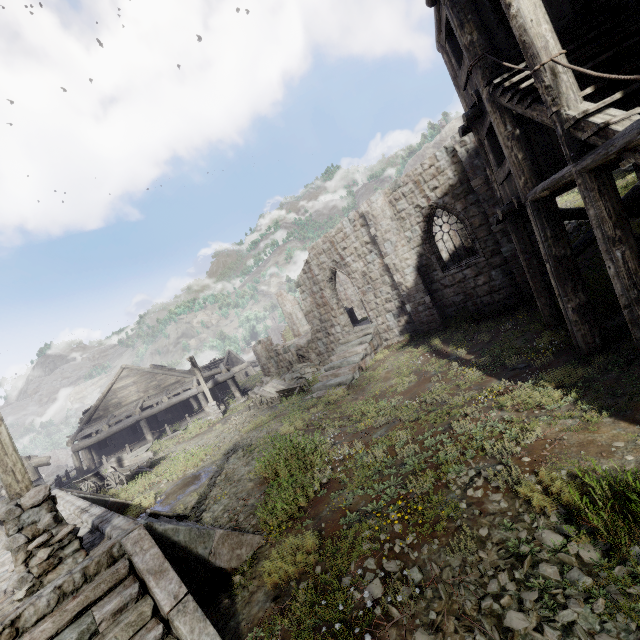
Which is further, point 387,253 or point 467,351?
point 387,253

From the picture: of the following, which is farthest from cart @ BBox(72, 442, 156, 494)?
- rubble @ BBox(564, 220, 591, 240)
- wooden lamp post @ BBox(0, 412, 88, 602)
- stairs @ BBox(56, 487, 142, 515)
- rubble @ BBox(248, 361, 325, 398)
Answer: rubble @ BBox(564, 220, 591, 240)

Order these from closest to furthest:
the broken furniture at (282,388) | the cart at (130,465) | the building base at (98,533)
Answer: the building base at (98,533)
the cart at (130,465)
the broken furniture at (282,388)

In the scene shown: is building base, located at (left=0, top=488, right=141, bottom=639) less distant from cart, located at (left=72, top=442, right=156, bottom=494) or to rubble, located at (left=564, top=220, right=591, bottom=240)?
cart, located at (left=72, top=442, right=156, bottom=494)

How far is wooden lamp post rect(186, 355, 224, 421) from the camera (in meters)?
22.03

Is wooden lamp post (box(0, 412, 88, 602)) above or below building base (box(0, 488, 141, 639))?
above

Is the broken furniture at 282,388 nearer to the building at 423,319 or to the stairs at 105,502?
the building at 423,319

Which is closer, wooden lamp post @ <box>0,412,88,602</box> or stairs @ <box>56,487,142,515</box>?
wooden lamp post @ <box>0,412,88,602</box>
